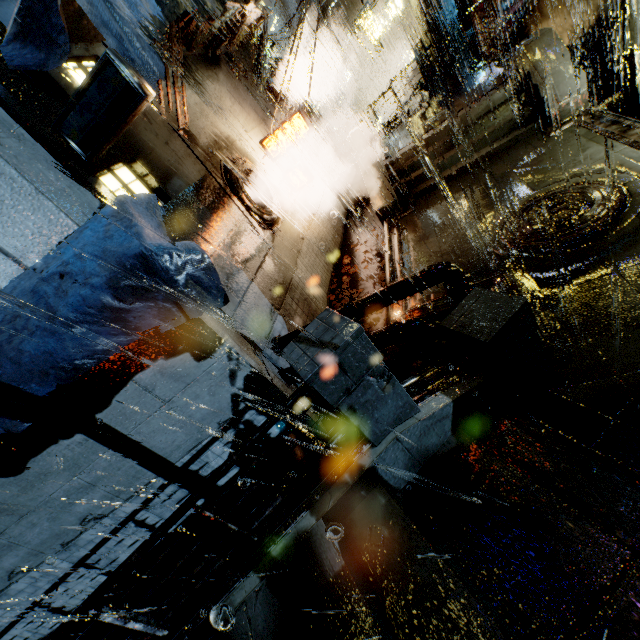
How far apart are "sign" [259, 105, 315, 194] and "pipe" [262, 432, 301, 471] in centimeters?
919cm

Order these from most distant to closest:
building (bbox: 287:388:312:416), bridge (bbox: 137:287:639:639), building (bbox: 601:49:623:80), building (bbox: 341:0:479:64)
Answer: building (bbox: 341:0:479:64), building (bbox: 601:49:623:80), building (bbox: 287:388:312:416), bridge (bbox: 137:287:639:639)

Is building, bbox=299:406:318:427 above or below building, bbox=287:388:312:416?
below

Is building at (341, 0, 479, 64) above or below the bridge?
above

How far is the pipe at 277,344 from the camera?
7.8m

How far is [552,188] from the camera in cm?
817

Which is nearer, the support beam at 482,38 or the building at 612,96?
the building at 612,96

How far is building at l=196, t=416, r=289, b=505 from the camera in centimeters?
692cm
